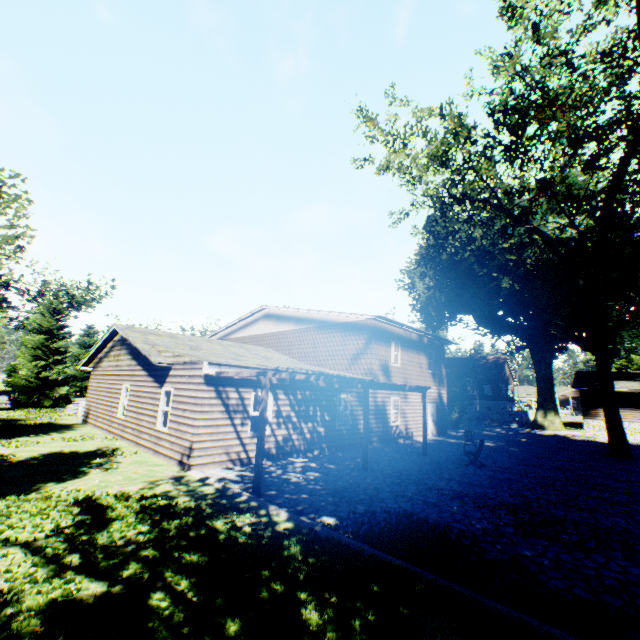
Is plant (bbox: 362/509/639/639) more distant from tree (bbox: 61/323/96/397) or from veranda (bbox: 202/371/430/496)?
veranda (bbox: 202/371/430/496)

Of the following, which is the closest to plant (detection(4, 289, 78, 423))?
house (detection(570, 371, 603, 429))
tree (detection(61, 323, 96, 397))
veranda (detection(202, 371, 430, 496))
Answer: tree (detection(61, 323, 96, 397))

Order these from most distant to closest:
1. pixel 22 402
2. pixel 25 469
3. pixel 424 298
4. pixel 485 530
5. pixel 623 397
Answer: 1. pixel 424 298
2. pixel 623 397
3. pixel 22 402
4. pixel 25 469
5. pixel 485 530

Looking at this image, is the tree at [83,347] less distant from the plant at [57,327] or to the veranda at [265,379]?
the plant at [57,327]

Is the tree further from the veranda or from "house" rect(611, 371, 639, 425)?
"house" rect(611, 371, 639, 425)

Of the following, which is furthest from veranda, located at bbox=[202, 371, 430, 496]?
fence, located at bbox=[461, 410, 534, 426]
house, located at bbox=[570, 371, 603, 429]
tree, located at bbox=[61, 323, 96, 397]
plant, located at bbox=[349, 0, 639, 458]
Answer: house, located at bbox=[570, 371, 603, 429]

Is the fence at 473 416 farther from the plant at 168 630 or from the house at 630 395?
the house at 630 395

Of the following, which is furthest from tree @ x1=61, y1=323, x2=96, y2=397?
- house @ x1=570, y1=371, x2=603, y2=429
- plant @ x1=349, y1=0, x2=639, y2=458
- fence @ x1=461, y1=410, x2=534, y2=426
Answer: house @ x1=570, y1=371, x2=603, y2=429
